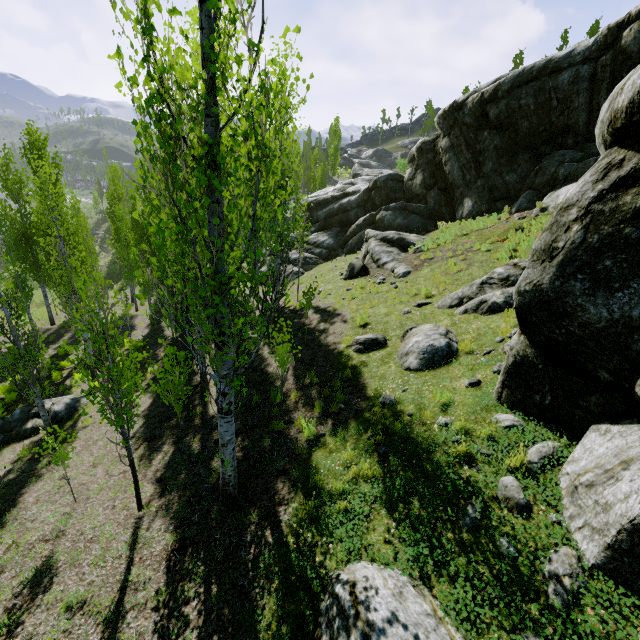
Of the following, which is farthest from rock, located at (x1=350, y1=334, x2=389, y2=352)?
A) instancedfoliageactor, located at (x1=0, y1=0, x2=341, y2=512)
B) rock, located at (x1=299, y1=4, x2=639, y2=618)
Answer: instancedfoliageactor, located at (x1=0, y1=0, x2=341, y2=512)

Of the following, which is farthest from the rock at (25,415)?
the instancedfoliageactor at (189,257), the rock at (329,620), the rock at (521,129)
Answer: the rock at (521,129)

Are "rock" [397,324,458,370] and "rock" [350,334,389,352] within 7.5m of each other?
yes

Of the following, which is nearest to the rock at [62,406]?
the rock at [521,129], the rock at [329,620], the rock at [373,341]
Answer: the rock at [373,341]

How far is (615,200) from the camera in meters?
4.0 m

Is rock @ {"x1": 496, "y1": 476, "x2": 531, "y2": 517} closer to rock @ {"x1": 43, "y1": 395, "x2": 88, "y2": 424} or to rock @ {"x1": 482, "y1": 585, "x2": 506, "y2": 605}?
rock @ {"x1": 482, "y1": 585, "x2": 506, "y2": 605}

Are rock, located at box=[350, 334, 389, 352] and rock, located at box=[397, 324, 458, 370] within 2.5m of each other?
yes

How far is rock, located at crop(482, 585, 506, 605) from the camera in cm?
351
